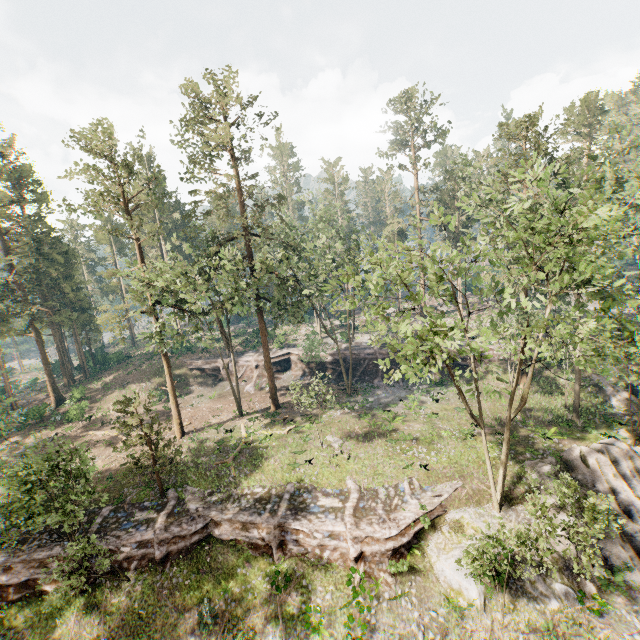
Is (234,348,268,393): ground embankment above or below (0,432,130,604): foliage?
below

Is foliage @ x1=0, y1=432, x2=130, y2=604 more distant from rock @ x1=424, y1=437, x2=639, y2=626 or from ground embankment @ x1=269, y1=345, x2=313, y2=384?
ground embankment @ x1=269, y1=345, x2=313, y2=384

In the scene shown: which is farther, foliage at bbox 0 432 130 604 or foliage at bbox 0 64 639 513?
foliage at bbox 0 432 130 604

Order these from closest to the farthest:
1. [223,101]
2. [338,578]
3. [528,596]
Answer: [528,596]
[338,578]
[223,101]

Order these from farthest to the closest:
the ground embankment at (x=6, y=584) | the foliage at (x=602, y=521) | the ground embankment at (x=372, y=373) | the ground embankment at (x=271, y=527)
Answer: the ground embankment at (x=372, y=373) → the ground embankment at (x=6, y=584) → the ground embankment at (x=271, y=527) → the foliage at (x=602, y=521)

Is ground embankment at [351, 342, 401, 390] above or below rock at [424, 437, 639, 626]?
above

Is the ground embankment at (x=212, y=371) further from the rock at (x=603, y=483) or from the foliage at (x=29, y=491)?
the rock at (x=603, y=483)

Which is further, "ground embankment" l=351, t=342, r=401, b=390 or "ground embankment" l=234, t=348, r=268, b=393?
"ground embankment" l=234, t=348, r=268, b=393
